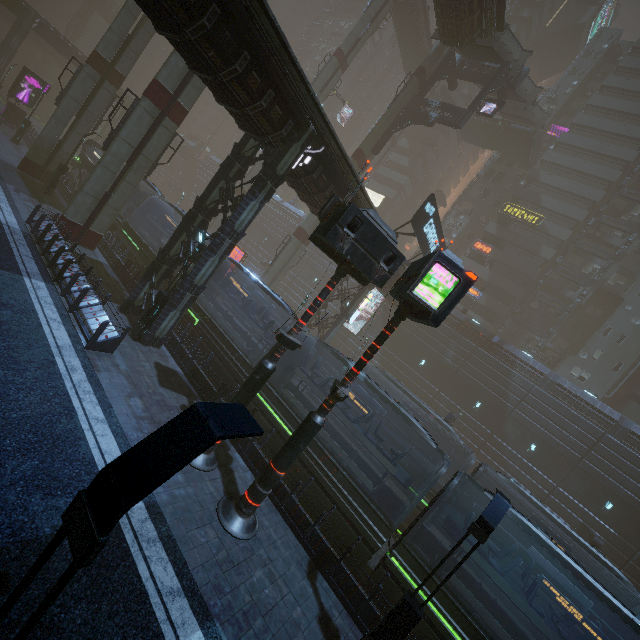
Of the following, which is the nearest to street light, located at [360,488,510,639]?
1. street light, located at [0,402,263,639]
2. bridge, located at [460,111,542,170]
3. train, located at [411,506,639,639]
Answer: train, located at [411,506,639,639]

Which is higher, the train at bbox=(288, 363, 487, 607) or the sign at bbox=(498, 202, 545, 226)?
the sign at bbox=(498, 202, 545, 226)

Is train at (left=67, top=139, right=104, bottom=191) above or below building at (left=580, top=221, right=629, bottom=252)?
below

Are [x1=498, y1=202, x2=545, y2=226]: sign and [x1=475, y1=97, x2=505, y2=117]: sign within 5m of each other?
no

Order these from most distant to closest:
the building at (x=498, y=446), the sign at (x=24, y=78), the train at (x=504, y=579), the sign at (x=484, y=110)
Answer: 1. the sign at (x=24, y=78)
2. the sign at (x=484, y=110)
3. the building at (x=498, y=446)
4. the train at (x=504, y=579)

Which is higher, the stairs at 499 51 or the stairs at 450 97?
the stairs at 450 97

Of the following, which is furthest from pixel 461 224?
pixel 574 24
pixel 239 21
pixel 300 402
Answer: pixel 239 21

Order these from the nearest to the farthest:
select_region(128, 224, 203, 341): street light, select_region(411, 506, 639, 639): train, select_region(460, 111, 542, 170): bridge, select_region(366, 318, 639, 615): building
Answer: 1. select_region(411, 506, 639, 639): train
2. select_region(128, 224, 203, 341): street light
3. select_region(366, 318, 639, 615): building
4. select_region(460, 111, 542, 170): bridge
